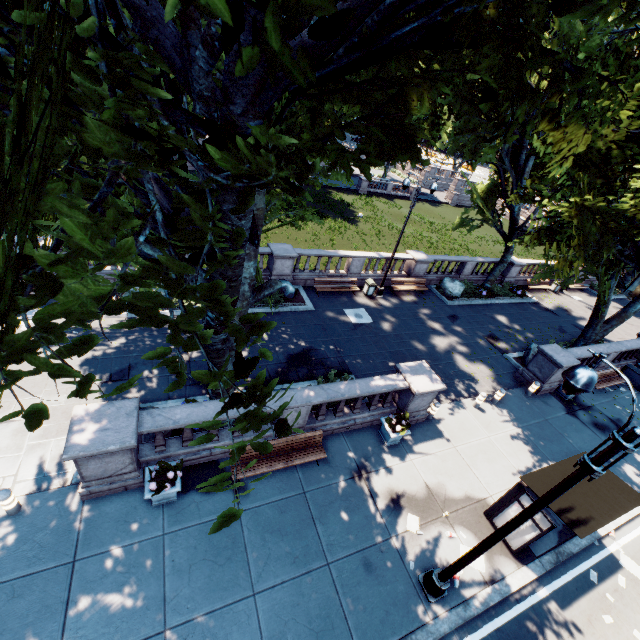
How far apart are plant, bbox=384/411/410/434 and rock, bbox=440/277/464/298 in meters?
13.8

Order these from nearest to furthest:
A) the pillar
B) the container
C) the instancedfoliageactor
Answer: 1. the pillar
2. the instancedfoliageactor
3. the container

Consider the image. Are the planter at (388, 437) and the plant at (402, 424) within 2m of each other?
yes

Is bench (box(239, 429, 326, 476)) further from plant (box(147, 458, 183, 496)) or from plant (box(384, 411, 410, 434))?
plant (box(384, 411, 410, 434))

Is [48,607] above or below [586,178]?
below

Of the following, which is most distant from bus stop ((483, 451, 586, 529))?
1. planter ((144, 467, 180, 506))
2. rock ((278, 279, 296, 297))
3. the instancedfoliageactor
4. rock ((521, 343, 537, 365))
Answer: rock ((278, 279, 296, 297))

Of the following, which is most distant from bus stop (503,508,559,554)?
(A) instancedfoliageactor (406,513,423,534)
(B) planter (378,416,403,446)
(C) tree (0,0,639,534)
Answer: (C) tree (0,0,639,534)

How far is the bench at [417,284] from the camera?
21.5 meters
